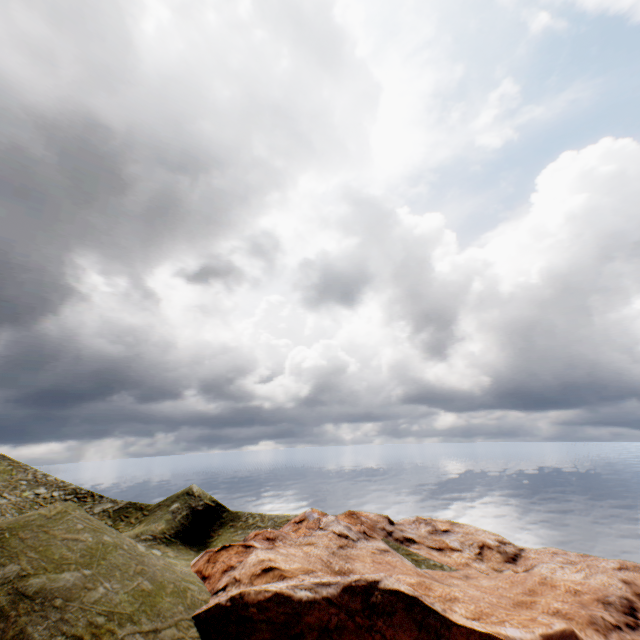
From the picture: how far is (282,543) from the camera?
23.70m
